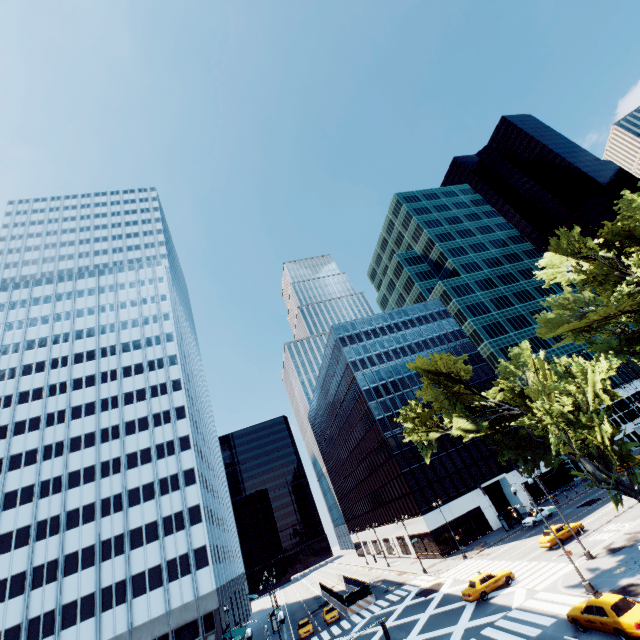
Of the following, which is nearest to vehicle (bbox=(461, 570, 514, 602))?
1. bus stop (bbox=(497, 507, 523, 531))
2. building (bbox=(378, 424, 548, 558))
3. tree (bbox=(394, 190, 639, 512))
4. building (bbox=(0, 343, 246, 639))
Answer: tree (bbox=(394, 190, 639, 512))

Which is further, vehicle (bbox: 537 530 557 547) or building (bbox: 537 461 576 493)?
building (bbox: 537 461 576 493)

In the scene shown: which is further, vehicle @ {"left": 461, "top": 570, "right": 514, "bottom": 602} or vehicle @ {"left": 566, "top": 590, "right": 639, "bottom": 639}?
vehicle @ {"left": 461, "top": 570, "right": 514, "bottom": 602}

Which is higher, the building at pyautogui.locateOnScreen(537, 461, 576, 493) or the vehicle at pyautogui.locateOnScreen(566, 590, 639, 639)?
the building at pyautogui.locateOnScreen(537, 461, 576, 493)

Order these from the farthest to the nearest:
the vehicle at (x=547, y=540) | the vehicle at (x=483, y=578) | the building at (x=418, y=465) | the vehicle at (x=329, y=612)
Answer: the building at (x=418, y=465) → the vehicle at (x=329, y=612) → the vehicle at (x=547, y=540) → the vehicle at (x=483, y=578)

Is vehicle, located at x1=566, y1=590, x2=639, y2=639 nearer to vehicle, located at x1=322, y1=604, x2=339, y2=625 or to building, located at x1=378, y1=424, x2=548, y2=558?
vehicle, located at x1=322, y1=604, x2=339, y2=625

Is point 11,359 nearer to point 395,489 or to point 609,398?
point 395,489

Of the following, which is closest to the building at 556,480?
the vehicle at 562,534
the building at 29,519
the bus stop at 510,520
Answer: the bus stop at 510,520
